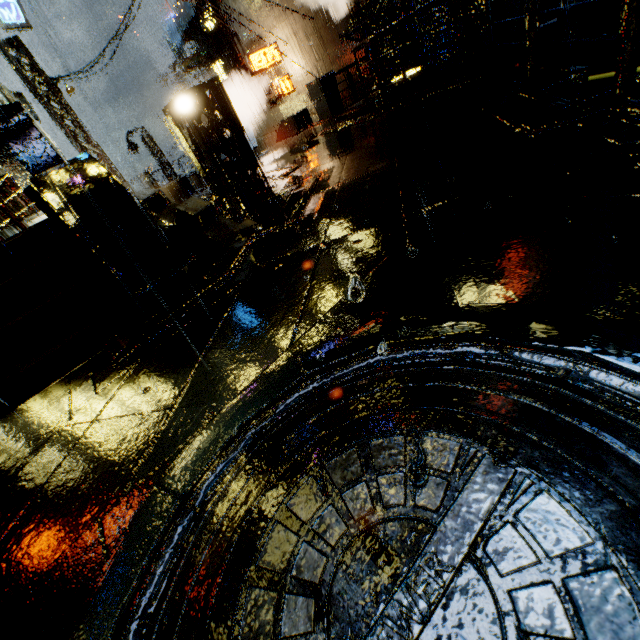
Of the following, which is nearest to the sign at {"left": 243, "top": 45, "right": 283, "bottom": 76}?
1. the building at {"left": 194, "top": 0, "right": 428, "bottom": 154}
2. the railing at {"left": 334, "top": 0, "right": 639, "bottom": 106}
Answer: the building at {"left": 194, "top": 0, "right": 428, "bottom": 154}

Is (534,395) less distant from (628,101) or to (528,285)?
(528,285)

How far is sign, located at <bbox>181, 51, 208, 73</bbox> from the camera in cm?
1972

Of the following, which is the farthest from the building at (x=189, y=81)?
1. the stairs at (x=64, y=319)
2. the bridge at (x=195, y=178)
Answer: the stairs at (x=64, y=319)

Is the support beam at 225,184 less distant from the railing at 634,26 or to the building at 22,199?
the building at 22,199

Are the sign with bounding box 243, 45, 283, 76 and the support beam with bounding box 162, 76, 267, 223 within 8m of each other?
no

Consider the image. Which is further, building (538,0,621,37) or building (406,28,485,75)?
building (406,28,485,75)

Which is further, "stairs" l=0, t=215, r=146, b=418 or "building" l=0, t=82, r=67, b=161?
"building" l=0, t=82, r=67, b=161
